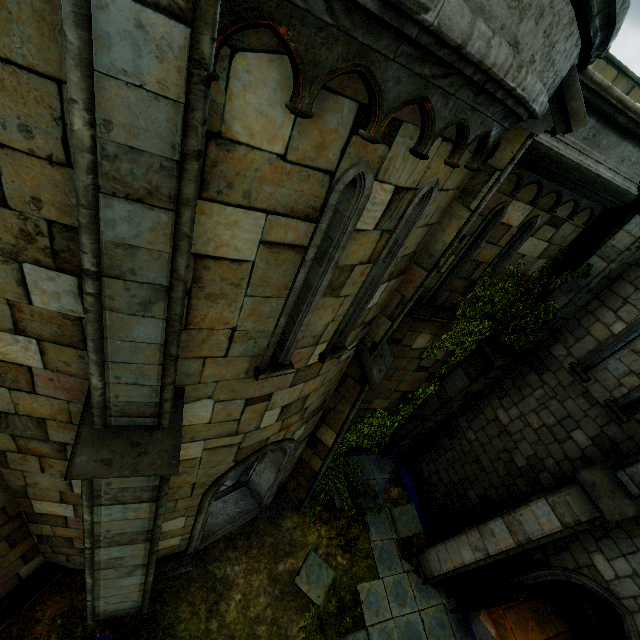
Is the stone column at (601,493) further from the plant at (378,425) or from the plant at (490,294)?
the plant at (490,294)

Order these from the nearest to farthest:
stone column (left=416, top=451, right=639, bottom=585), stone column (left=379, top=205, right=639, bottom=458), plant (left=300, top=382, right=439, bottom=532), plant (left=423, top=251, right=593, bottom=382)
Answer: stone column (left=416, top=451, right=639, bottom=585) < stone column (left=379, top=205, right=639, bottom=458) < plant (left=423, top=251, right=593, bottom=382) < plant (left=300, top=382, right=439, bottom=532)

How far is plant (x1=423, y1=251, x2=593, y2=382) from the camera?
7.0m

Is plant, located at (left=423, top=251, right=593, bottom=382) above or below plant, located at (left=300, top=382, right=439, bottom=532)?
above

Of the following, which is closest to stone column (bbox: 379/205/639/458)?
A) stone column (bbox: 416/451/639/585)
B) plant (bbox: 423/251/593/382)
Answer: plant (bbox: 423/251/593/382)

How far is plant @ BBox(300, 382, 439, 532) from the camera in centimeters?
906cm

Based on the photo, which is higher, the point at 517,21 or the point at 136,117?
the point at 517,21

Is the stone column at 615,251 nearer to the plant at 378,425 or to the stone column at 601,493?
the plant at 378,425
